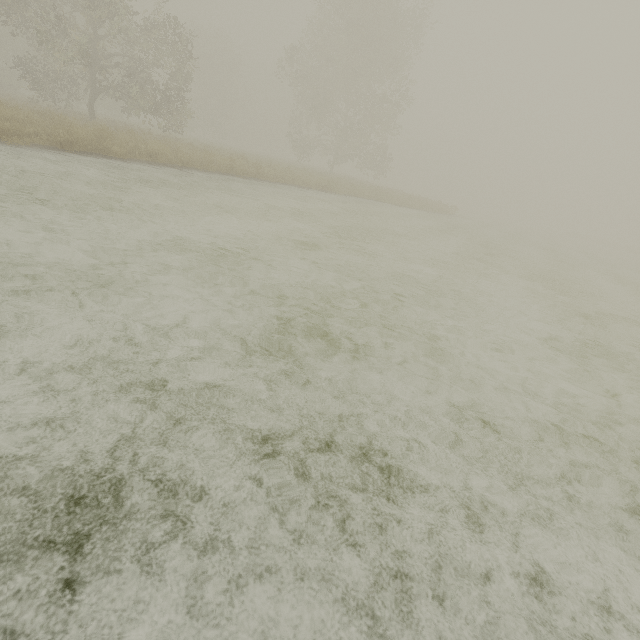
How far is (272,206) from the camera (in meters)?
9.63
